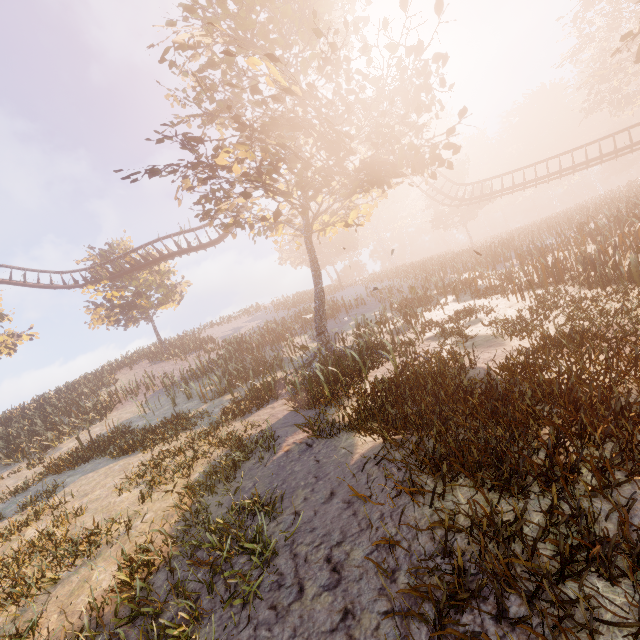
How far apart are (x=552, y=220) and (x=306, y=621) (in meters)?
38.42
